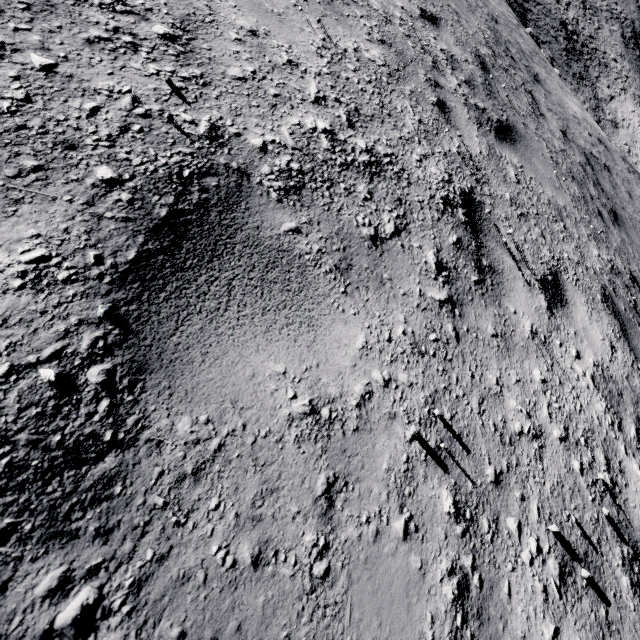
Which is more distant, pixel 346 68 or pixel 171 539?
pixel 346 68
